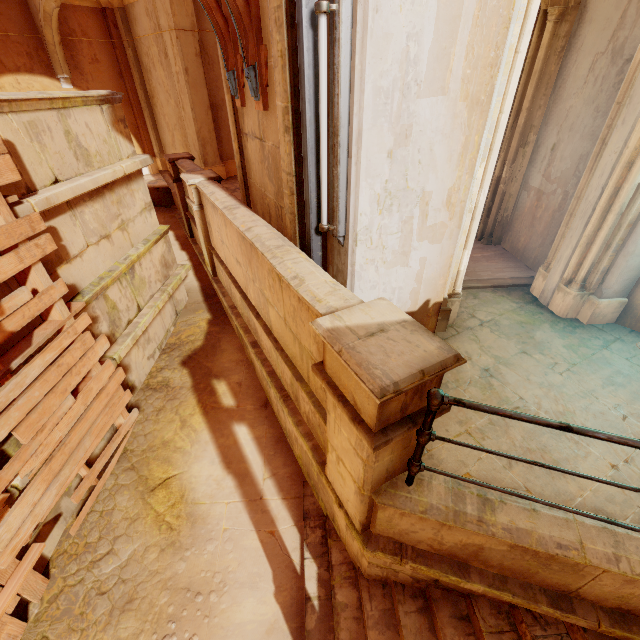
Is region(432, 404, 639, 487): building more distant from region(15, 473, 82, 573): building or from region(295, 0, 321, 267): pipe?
region(15, 473, 82, 573): building

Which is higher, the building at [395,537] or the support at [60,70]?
the support at [60,70]

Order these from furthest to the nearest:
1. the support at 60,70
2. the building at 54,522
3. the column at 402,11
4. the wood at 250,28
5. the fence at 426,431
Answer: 1. the support at 60,70
2. the building at 54,522
3. the wood at 250,28
4. the column at 402,11
5. the fence at 426,431

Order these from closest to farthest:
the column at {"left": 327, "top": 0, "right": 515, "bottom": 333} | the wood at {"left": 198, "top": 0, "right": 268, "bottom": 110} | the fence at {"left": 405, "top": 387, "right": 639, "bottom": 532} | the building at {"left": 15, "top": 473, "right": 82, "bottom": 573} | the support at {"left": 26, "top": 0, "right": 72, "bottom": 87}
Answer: the fence at {"left": 405, "top": 387, "right": 639, "bottom": 532} < the column at {"left": 327, "top": 0, "right": 515, "bottom": 333} < the wood at {"left": 198, "top": 0, "right": 268, "bottom": 110} < the building at {"left": 15, "top": 473, "right": 82, "bottom": 573} < the support at {"left": 26, "top": 0, "right": 72, "bottom": 87}

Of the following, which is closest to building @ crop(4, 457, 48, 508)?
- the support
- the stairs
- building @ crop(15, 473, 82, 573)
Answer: the stairs

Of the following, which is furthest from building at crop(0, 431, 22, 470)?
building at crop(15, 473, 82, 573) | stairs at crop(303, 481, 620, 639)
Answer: building at crop(15, 473, 82, 573)

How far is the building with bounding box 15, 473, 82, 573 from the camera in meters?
3.5 m

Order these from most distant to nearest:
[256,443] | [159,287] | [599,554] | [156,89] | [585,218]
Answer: [156,89]
[159,287]
[256,443]
[585,218]
[599,554]
